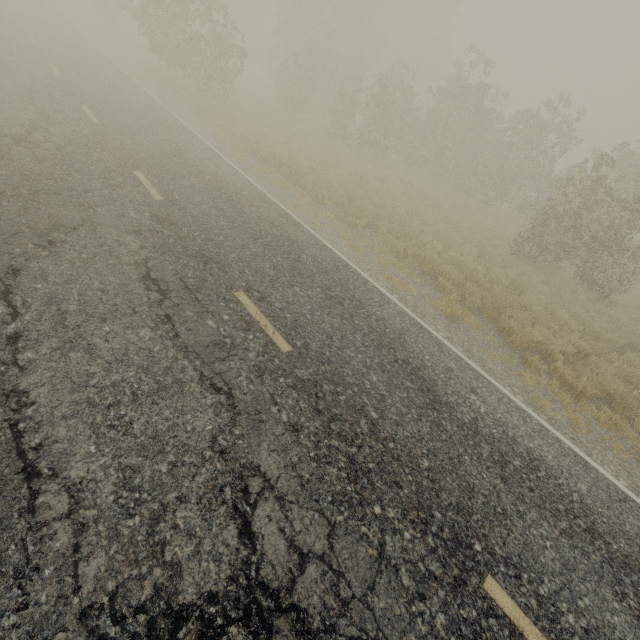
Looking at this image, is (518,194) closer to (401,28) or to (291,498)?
(401,28)
